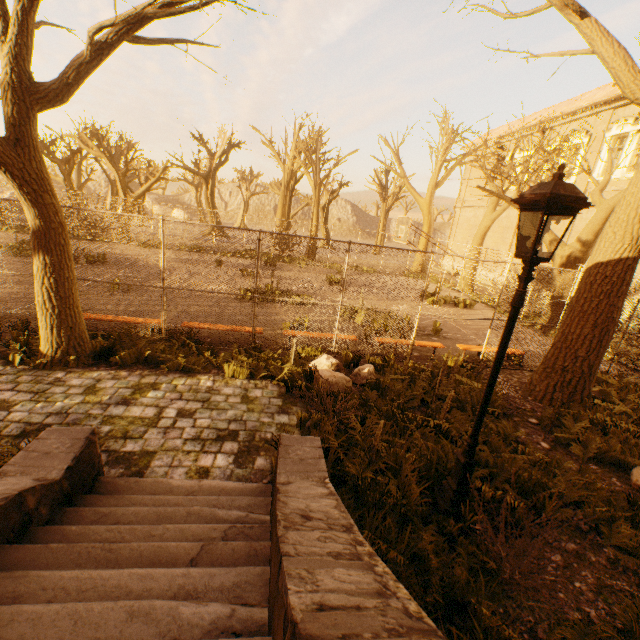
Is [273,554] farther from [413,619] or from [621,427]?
[621,427]

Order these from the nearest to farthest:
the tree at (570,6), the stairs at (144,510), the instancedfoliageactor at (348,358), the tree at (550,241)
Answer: the stairs at (144,510), the tree at (570,6), the instancedfoliageactor at (348,358), the tree at (550,241)

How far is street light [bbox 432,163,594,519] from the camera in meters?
2.9 m

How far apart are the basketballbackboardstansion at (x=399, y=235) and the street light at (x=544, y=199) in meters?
11.5

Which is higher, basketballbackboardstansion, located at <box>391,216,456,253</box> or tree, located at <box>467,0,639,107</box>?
tree, located at <box>467,0,639,107</box>

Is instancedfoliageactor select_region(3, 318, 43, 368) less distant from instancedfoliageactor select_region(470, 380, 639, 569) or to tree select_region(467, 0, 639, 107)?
tree select_region(467, 0, 639, 107)

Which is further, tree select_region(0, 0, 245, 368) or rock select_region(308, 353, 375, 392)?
rock select_region(308, 353, 375, 392)

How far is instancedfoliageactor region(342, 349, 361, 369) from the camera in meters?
7.6
